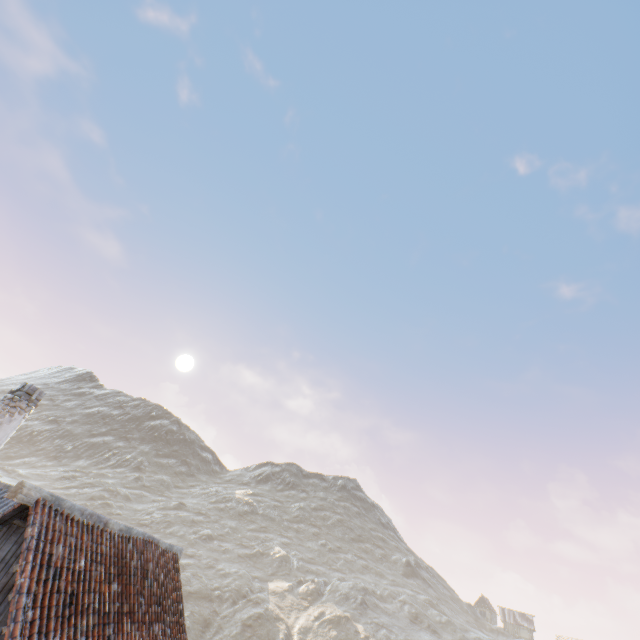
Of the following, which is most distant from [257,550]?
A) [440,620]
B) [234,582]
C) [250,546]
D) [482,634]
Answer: [482,634]
